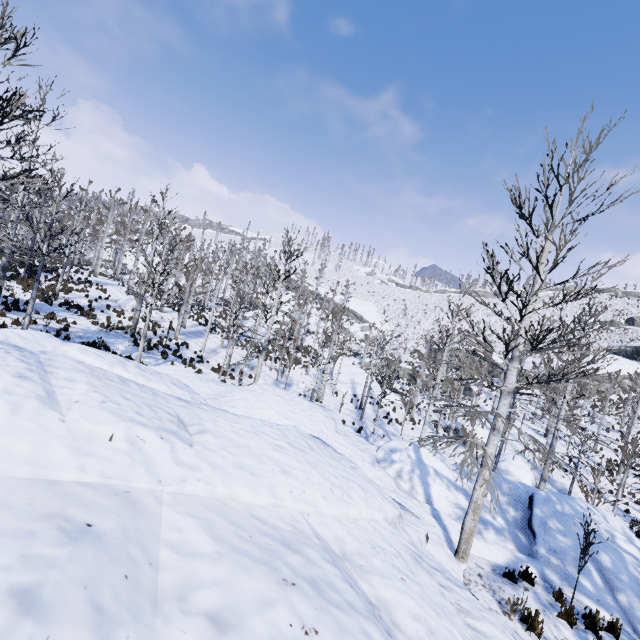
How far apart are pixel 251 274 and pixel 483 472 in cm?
3587

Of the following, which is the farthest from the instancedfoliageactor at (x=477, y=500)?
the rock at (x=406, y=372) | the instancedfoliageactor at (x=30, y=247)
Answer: the rock at (x=406, y=372)

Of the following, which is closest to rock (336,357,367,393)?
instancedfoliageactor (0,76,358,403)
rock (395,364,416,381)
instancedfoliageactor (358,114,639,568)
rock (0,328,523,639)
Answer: instancedfoliageactor (0,76,358,403)

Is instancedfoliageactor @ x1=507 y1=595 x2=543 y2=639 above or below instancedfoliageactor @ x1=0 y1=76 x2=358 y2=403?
below

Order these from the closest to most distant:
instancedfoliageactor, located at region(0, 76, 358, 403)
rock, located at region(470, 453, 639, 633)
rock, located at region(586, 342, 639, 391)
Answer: rock, located at region(470, 453, 639, 633) < instancedfoliageactor, located at region(0, 76, 358, 403) < rock, located at region(586, 342, 639, 391)

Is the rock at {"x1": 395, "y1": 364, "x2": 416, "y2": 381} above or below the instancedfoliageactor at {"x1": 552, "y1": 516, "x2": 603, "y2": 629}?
below

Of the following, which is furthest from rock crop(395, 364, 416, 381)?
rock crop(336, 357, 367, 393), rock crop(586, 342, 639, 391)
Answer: rock crop(336, 357, 367, 393)

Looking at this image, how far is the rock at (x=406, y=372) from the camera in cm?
4813
